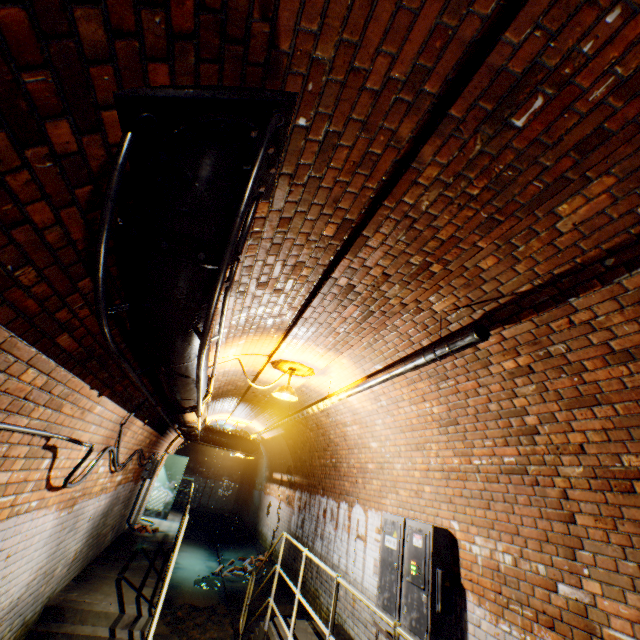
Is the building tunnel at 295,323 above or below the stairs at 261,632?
above

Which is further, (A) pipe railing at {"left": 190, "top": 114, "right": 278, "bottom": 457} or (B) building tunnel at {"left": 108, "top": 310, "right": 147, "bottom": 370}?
(B) building tunnel at {"left": 108, "top": 310, "right": 147, "bottom": 370}

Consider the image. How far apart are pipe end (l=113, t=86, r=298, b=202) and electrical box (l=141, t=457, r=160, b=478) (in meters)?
8.89

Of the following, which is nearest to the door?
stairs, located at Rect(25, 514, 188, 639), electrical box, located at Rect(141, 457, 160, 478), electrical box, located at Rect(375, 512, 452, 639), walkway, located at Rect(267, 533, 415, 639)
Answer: walkway, located at Rect(267, 533, 415, 639)

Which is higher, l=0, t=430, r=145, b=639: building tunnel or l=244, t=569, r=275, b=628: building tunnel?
l=0, t=430, r=145, b=639: building tunnel

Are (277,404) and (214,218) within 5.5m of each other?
no

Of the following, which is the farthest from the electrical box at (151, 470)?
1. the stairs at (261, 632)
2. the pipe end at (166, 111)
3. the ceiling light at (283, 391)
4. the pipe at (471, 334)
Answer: the pipe end at (166, 111)

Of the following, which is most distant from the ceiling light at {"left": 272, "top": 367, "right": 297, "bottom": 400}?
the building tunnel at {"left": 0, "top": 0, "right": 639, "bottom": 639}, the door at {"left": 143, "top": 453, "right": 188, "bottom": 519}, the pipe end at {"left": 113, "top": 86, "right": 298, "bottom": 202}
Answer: the door at {"left": 143, "top": 453, "right": 188, "bottom": 519}
